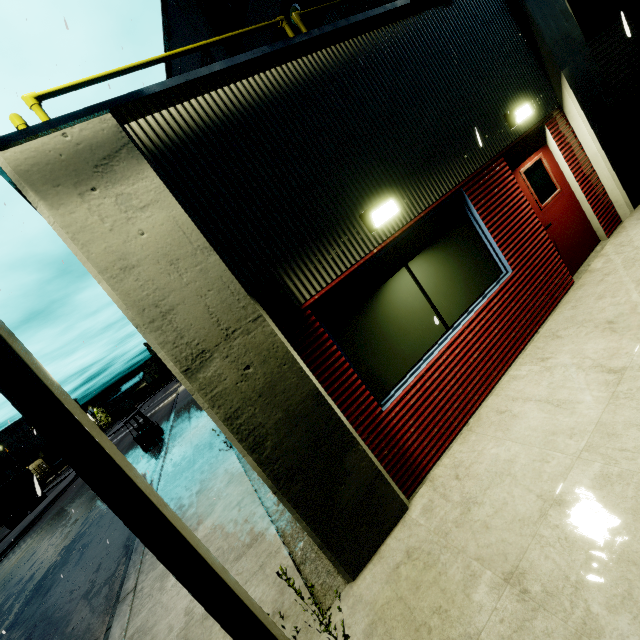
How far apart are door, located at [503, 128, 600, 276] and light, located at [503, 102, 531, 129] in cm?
30

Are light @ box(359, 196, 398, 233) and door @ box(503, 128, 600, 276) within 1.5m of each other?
no

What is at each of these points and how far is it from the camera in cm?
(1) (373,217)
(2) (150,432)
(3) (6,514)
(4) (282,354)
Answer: (1) light, 385
(2) forklift, 1888
(3) semi trailer, 2736
(4) building, 317

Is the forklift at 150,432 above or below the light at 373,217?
below

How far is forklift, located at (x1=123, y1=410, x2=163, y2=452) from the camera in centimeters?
1864cm

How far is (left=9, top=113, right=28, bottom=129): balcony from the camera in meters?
3.4 m

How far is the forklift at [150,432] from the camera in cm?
1864

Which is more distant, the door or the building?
the door
